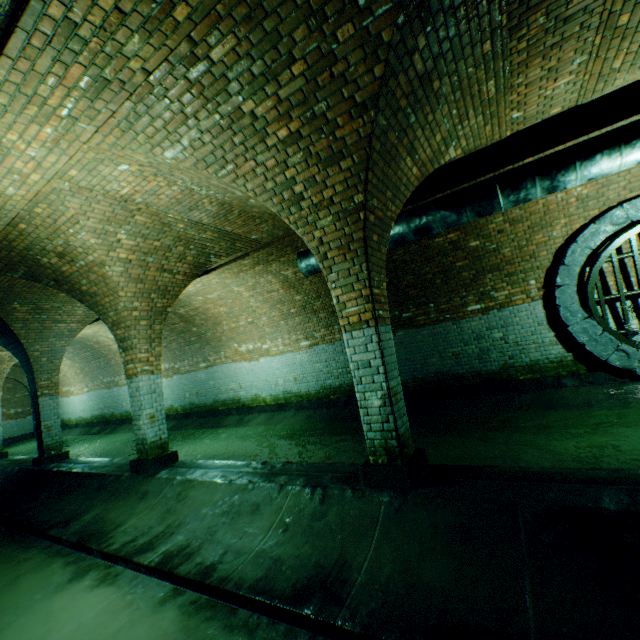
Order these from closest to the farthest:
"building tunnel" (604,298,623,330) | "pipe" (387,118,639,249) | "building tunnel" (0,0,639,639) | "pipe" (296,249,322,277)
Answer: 1. "building tunnel" (0,0,639,639)
2. "pipe" (387,118,639,249)
3. "building tunnel" (604,298,623,330)
4. "pipe" (296,249,322,277)

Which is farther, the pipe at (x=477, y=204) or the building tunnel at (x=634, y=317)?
the building tunnel at (x=634, y=317)

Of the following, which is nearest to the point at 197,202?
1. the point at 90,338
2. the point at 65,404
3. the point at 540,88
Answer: the point at 540,88

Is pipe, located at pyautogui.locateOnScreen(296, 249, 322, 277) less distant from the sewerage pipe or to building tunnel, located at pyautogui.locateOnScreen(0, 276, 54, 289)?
building tunnel, located at pyautogui.locateOnScreen(0, 276, 54, 289)

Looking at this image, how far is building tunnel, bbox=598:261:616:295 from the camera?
6.39m

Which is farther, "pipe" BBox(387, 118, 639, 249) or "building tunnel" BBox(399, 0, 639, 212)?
"pipe" BBox(387, 118, 639, 249)

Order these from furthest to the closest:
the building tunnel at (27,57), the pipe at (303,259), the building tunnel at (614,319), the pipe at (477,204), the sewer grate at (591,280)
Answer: the pipe at (303,259)
the building tunnel at (614,319)
the sewer grate at (591,280)
the pipe at (477,204)
the building tunnel at (27,57)

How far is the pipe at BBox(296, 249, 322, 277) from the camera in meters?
7.0 m
